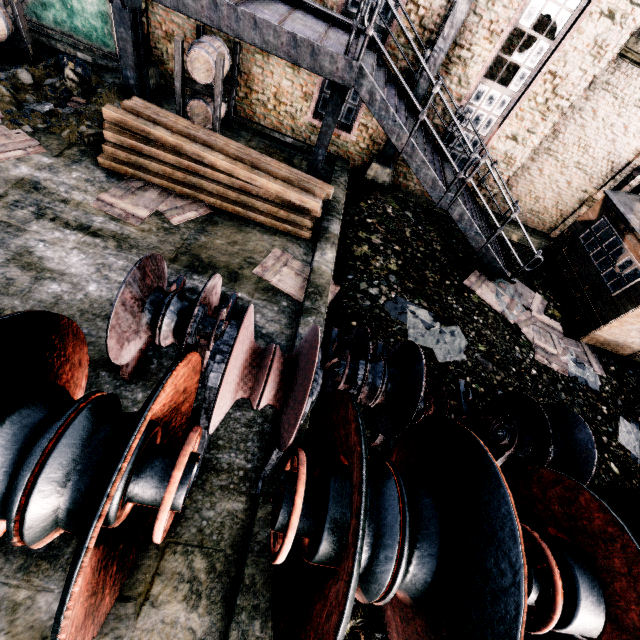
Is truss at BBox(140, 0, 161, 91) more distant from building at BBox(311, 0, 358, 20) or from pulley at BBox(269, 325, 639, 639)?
pulley at BBox(269, 325, 639, 639)

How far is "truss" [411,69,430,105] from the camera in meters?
9.4 m

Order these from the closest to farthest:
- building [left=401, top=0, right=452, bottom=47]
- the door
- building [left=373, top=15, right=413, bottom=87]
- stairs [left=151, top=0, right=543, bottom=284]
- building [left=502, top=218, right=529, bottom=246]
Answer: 1. stairs [left=151, top=0, right=543, bottom=284]
2. building [left=401, top=0, right=452, bottom=47]
3. building [left=373, top=15, right=413, bottom=87]
4. the door
5. building [left=502, top=218, right=529, bottom=246]

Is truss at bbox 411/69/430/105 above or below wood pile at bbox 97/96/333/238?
above

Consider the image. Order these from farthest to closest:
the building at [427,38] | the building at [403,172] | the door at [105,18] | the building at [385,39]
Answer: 1. the building at [403,172]
2. the door at [105,18]
3. the building at [385,39]
4. the building at [427,38]

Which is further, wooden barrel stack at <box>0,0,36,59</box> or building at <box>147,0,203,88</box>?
building at <box>147,0,203,88</box>

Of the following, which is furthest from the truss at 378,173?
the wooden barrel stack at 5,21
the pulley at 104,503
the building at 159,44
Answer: the wooden barrel stack at 5,21

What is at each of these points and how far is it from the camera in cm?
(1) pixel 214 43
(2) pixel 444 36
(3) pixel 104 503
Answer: (1) wooden barrel stack, 846
(2) truss, 866
(3) pulley, 225
